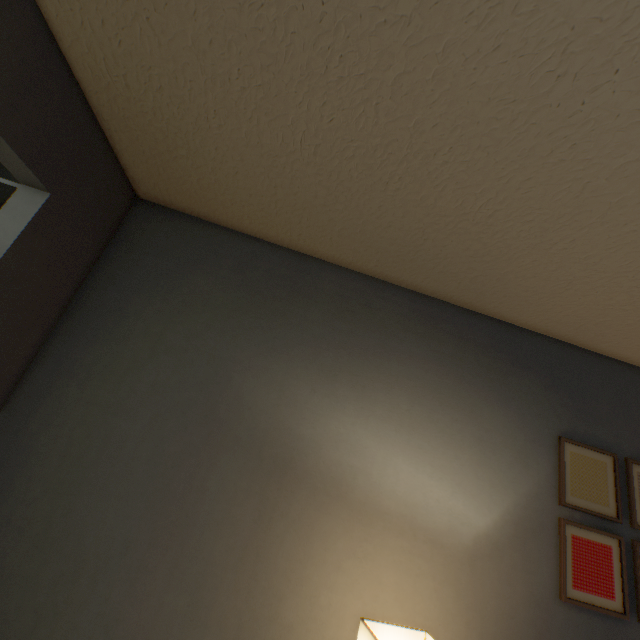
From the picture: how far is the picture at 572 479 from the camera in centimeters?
168cm

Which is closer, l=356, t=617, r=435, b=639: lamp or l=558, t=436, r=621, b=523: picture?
l=356, t=617, r=435, b=639: lamp

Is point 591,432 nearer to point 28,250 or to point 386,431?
point 386,431

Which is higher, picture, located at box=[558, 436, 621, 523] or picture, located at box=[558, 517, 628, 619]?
picture, located at box=[558, 436, 621, 523]

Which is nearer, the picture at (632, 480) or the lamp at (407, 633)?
the lamp at (407, 633)

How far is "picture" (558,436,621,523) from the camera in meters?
1.7 m
